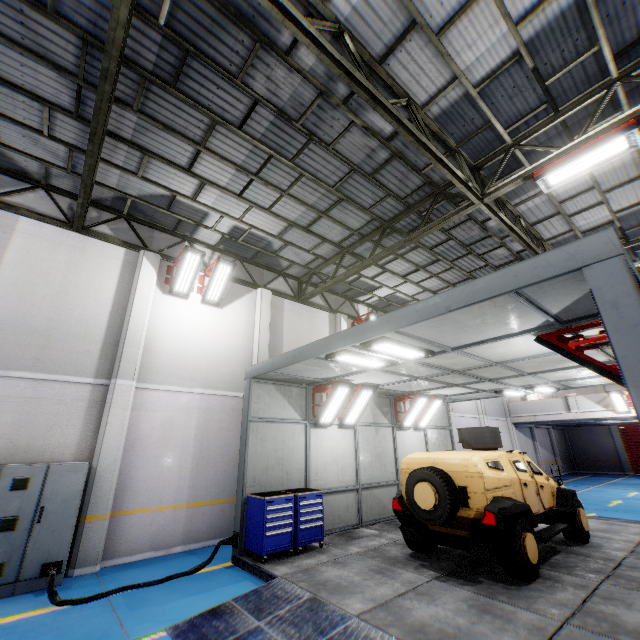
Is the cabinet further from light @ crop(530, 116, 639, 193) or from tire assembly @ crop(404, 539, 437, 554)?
light @ crop(530, 116, 639, 193)

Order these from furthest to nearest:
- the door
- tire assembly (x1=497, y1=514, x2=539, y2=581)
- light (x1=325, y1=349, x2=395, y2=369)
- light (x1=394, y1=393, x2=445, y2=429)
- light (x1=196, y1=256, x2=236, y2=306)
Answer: the door → light (x1=394, y1=393, x2=445, y2=429) → light (x1=196, y1=256, x2=236, y2=306) → light (x1=325, y1=349, x2=395, y2=369) → tire assembly (x1=497, y1=514, x2=539, y2=581)

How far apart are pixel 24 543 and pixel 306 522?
5.53m

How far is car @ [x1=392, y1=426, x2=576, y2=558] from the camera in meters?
5.8

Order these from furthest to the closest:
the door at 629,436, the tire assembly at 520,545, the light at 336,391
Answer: the door at 629,436
the light at 336,391
the tire assembly at 520,545

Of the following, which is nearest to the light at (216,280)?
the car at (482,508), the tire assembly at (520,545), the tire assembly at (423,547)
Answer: the car at (482,508)

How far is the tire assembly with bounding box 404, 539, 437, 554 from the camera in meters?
7.0

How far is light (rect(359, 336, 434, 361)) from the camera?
5.7 meters
